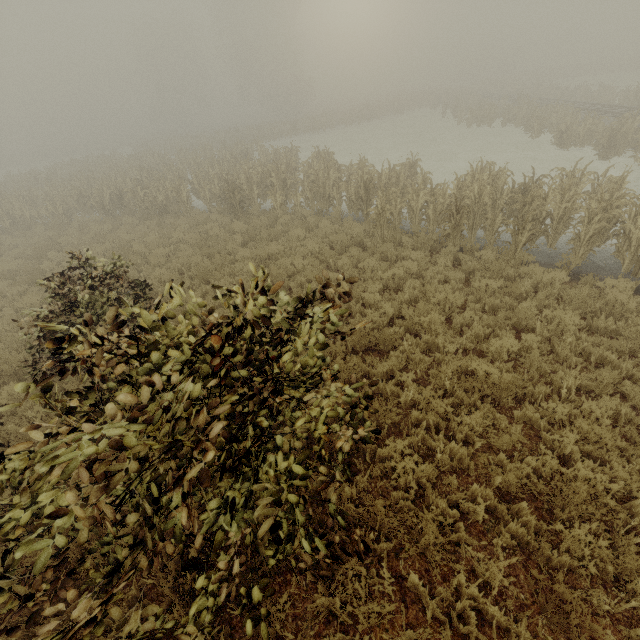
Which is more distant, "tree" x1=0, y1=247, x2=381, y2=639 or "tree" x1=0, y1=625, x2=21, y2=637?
"tree" x1=0, y1=625, x2=21, y2=637

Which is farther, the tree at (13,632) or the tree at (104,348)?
the tree at (13,632)

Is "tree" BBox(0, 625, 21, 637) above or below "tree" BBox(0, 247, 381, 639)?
below

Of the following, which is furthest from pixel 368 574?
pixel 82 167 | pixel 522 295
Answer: pixel 82 167

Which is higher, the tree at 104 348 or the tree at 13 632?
the tree at 104 348
